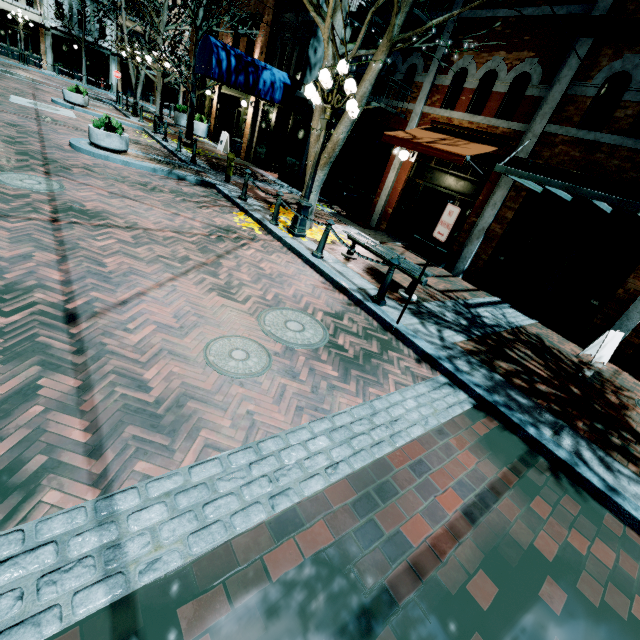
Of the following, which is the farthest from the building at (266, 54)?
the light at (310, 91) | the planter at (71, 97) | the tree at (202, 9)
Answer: the planter at (71, 97)

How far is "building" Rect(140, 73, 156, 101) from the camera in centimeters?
3469cm

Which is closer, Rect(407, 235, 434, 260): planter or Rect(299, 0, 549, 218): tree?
Rect(299, 0, 549, 218): tree

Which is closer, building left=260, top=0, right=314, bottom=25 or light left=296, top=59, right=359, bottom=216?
light left=296, top=59, right=359, bottom=216

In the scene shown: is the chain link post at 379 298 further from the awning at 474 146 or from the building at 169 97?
the building at 169 97

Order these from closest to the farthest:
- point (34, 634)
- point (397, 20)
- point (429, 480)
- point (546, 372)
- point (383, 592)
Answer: point (34, 634) → point (383, 592) → point (429, 480) → point (546, 372) → point (397, 20)

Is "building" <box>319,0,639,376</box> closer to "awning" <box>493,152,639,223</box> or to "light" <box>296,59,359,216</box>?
"awning" <box>493,152,639,223</box>
